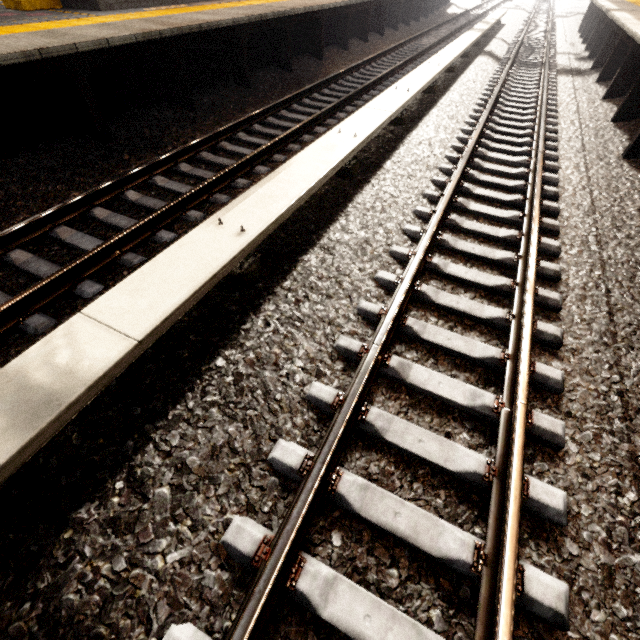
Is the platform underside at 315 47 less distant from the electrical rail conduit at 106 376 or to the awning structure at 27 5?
the awning structure at 27 5

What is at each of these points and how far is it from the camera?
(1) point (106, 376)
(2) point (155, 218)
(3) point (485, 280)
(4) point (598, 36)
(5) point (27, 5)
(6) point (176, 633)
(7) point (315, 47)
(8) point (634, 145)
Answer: (1) electrical rail conduit, 1.8 meters
(2) train track, 3.7 meters
(3) train track, 3.3 meters
(4) platform underside, 11.1 meters
(5) awning structure, 6.2 meters
(6) train track, 1.5 meters
(7) platform underside, 9.9 meters
(8) platform underside, 5.3 meters

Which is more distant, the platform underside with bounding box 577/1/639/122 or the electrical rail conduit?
the platform underside with bounding box 577/1/639/122

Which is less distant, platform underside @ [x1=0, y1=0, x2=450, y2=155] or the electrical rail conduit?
the electrical rail conduit

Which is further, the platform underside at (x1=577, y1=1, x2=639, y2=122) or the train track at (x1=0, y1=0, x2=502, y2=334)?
the platform underside at (x1=577, y1=1, x2=639, y2=122)

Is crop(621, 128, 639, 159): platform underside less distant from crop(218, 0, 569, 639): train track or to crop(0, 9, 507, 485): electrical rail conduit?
crop(218, 0, 569, 639): train track

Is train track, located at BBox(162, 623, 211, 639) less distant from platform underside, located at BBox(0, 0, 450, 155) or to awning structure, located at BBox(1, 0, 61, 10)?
platform underside, located at BBox(0, 0, 450, 155)

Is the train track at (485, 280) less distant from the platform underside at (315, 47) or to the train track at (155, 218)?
the train track at (155, 218)
